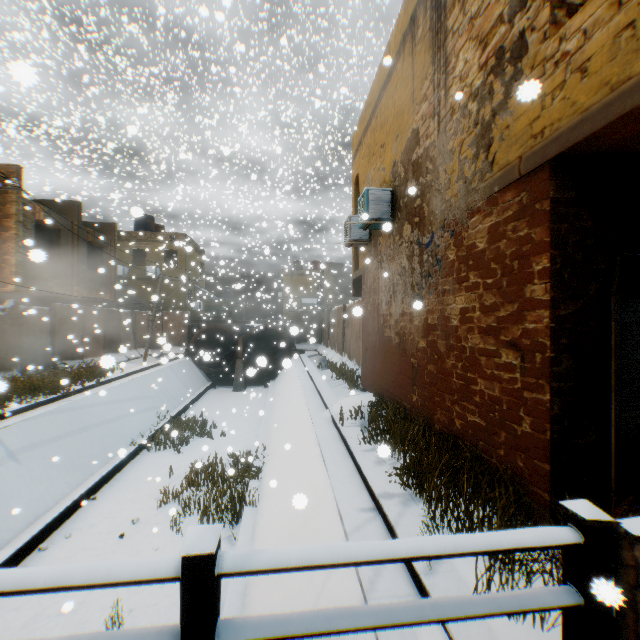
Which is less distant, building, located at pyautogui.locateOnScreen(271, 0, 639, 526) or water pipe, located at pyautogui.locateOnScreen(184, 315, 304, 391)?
building, located at pyautogui.locateOnScreen(271, 0, 639, 526)

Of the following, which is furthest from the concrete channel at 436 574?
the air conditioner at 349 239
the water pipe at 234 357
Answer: the air conditioner at 349 239

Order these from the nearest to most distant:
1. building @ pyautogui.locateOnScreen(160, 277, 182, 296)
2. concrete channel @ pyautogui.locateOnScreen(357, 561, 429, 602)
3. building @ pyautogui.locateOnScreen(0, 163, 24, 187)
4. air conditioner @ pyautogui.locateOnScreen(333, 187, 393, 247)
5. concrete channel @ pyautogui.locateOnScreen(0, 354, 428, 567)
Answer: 1. concrete channel @ pyautogui.locateOnScreen(357, 561, 429, 602)
2. concrete channel @ pyautogui.locateOnScreen(0, 354, 428, 567)
3. air conditioner @ pyautogui.locateOnScreen(333, 187, 393, 247)
4. building @ pyautogui.locateOnScreen(0, 163, 24, 187)
5. building @ pyautogui.locateOnScreen(160, 277, 182, 296)

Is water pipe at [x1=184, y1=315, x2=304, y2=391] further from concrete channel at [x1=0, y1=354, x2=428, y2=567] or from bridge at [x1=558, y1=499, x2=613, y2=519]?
bridge at [x1=558, y1=499, x2=613, y2=519]

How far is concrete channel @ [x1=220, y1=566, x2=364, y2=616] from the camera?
3.6m

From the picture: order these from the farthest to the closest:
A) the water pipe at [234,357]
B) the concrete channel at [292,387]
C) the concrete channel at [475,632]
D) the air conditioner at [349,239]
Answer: the water pipe at [234,357] → the air conditioner at [349,239] → the concrete channel at [292,387] → the concrete channel at [475,632]

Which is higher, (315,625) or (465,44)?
(465,44)

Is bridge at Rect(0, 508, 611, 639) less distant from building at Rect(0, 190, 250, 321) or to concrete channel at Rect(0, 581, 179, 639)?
concrete channel at Rect(0, 581, 179, 639)
